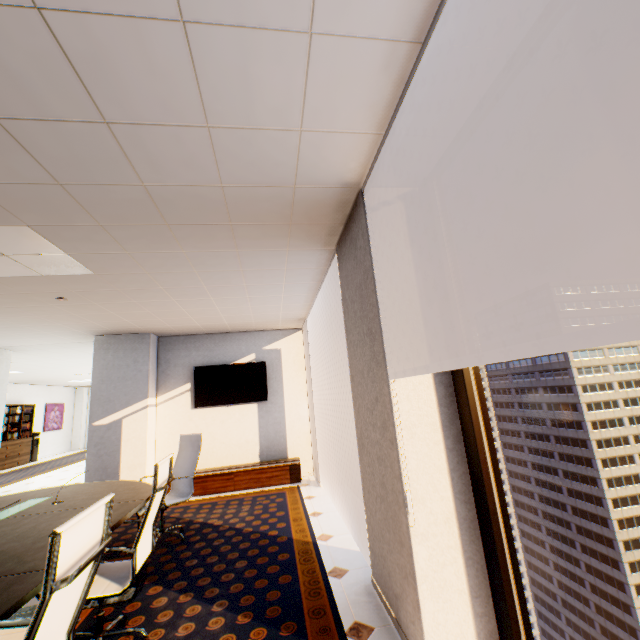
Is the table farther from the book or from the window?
the book

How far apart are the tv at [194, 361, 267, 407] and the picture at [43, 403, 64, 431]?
12.2 meters

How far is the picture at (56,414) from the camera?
13.8 meters

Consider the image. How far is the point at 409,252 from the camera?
2.3m

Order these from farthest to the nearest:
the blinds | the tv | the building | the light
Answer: the building → the tv → the light → the blinds

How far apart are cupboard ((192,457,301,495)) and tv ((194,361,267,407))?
1.17m

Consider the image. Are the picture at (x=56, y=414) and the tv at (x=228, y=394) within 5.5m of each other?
no

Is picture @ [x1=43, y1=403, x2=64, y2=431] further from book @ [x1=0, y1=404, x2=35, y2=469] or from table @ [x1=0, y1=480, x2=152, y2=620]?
table @ [x1=0, y1=480, x2=152, y2=620]
